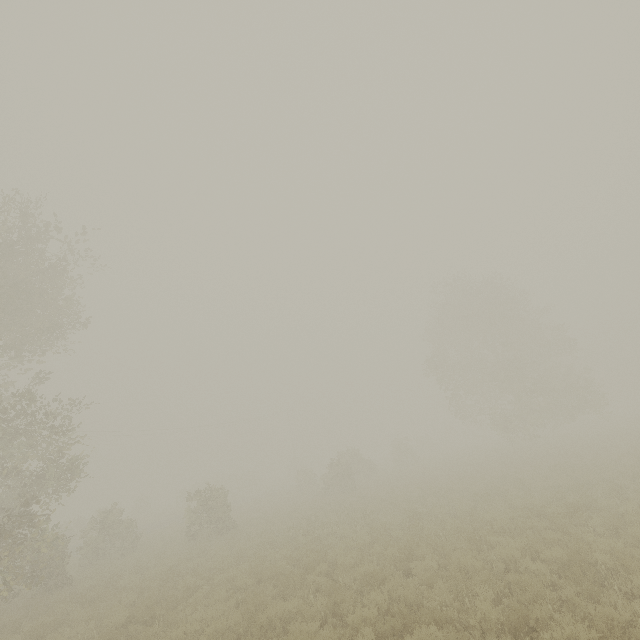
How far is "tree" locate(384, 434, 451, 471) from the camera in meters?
37.6 m

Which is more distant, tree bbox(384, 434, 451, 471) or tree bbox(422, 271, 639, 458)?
tree bbox(384, 434, 451, 471)

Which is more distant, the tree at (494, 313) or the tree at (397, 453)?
the tree at (397, 453)

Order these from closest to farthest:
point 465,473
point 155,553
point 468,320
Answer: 1. point 155,553
2. point 465,473
3. point 468,320

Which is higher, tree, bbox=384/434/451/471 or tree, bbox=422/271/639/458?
tree, bbox=422/271/639/458

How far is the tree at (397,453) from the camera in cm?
3762
